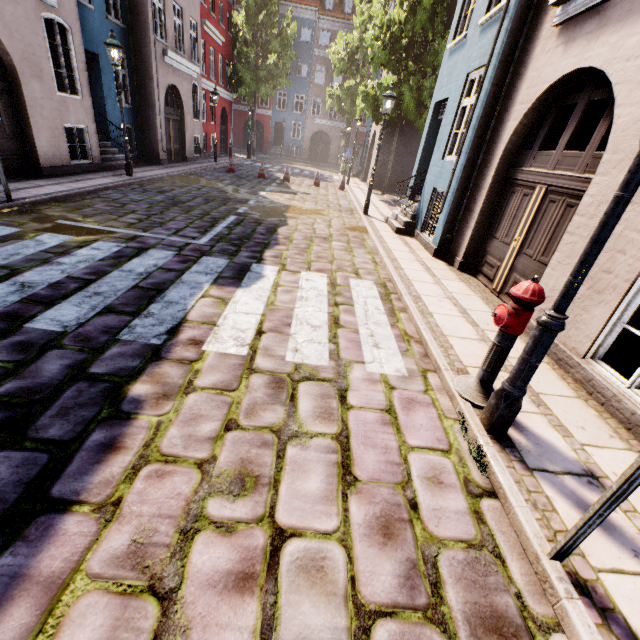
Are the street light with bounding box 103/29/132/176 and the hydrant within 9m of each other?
no

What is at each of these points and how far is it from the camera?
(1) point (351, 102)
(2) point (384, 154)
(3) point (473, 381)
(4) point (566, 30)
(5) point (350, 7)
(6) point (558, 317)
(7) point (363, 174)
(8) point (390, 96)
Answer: (1) tree, 26.7 meters
(2) building, 19.1 meters
(3) hydrant, 3.2 meters
(4) building, 4.7 meters
(5) building, 33.2 meters
(6) street light, 2.2 meters
(7) building, 24.7 meters
(8) street light, 9.7 meters

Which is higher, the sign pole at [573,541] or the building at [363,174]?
the building at [363,174]

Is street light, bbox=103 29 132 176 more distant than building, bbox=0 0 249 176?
Yes

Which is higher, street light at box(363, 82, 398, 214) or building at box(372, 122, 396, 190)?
street light at box(363, 82, 398, 214)

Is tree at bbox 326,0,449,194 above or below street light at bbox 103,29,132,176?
above

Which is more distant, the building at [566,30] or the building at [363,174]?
the building at [363,174]

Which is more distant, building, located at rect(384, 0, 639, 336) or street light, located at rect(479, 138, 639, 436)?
building, located at rect(384, 0, 639, 336)
